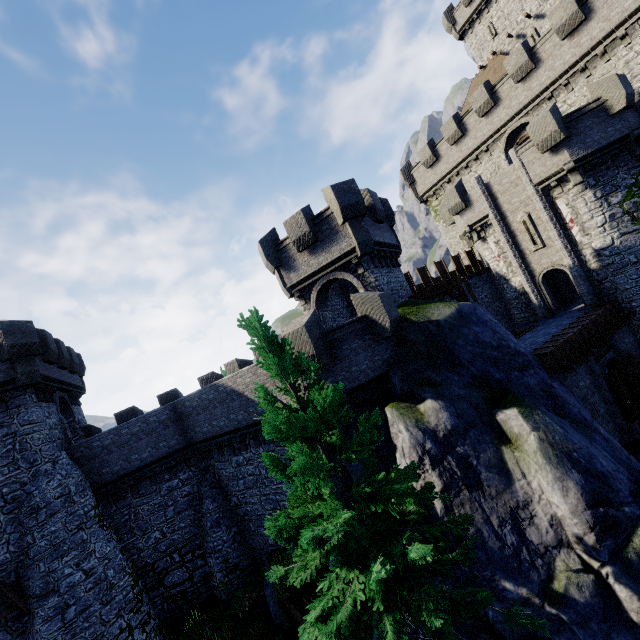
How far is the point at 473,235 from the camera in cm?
2495

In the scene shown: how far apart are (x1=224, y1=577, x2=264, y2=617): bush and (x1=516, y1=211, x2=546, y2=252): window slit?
25.53m

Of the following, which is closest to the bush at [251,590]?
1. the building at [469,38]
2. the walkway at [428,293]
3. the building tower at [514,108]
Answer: the walkway at [428,293]

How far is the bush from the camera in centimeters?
1510cm

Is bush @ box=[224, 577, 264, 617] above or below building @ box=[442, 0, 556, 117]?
below

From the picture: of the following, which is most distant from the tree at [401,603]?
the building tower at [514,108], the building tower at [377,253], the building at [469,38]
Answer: the building at [469,38]

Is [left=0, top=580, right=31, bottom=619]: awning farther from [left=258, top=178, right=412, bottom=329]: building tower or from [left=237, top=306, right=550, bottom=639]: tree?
[left=258, top=178, right=412, bottom=329]: building tower

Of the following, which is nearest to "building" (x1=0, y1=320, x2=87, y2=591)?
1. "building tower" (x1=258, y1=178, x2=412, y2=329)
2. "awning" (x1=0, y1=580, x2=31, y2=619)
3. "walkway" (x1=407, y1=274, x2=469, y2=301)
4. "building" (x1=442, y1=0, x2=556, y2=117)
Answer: "awning" (x1=0, y1=580, x2=31, y2=619)
